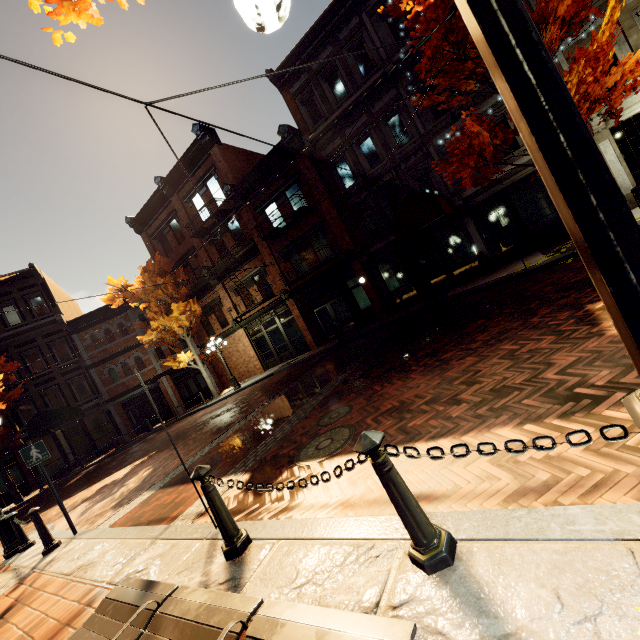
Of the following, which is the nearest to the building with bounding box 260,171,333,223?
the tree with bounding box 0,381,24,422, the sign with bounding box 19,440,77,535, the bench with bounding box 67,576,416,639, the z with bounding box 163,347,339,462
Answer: the tree with bounding box 0,381,24,422

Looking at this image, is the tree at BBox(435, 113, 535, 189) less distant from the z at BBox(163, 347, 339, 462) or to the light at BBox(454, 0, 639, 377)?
the light at BBox(454, 0, 639, 377)

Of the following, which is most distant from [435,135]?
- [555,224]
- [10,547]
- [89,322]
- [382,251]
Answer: [89,322]

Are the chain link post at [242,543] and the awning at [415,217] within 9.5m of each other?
no

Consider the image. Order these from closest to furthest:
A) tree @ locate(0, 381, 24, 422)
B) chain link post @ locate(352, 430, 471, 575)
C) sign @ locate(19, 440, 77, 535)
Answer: chain link post @ locate(352, 430, 471, 575), sign @ locate(19, 440, 77, 535), tree @ locate(0, 381, 24, 422)

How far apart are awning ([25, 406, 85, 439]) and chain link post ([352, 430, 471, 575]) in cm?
2350

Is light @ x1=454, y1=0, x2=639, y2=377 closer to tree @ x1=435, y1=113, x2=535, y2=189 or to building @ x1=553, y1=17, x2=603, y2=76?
tree @ x1=435, y1=113, x2=535, y2=189

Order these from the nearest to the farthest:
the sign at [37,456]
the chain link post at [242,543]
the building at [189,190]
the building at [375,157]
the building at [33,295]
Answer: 1. the chain link post at [242,543]
2. the sign at [37,456]
3. the building at [375,157]
4. the building at [189,190]
5. the building at [33,295]
